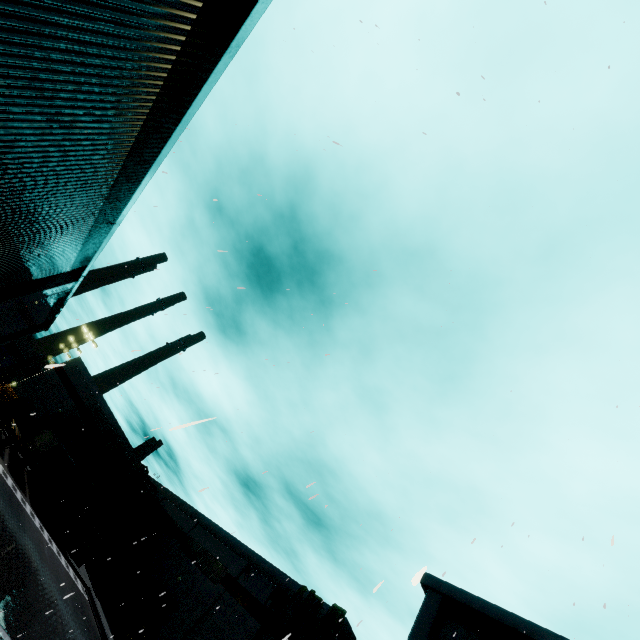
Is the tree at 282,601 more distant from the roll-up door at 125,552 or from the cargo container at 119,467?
the cargo container at 119,467

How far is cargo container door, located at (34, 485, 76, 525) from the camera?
29.5 meters

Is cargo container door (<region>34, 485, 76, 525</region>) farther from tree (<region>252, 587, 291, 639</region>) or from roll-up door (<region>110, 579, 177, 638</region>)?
tree (<region>252, 587, 291, 639</region>)

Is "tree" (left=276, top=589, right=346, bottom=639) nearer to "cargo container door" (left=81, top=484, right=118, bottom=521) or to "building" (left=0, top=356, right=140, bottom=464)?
"building" (left=0, top=356, right=140, bottom=464)

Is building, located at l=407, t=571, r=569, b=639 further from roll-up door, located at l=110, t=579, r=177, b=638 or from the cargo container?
the cargo container

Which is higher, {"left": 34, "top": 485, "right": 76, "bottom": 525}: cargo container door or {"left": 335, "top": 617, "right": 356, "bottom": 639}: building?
{"left": 335, "top": 617, "right": 356, "bottom": 639}: building

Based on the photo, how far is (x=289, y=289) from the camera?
11.0m

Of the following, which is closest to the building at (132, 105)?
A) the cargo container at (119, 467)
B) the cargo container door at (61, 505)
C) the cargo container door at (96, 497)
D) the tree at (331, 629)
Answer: the tree at (331, 629)
